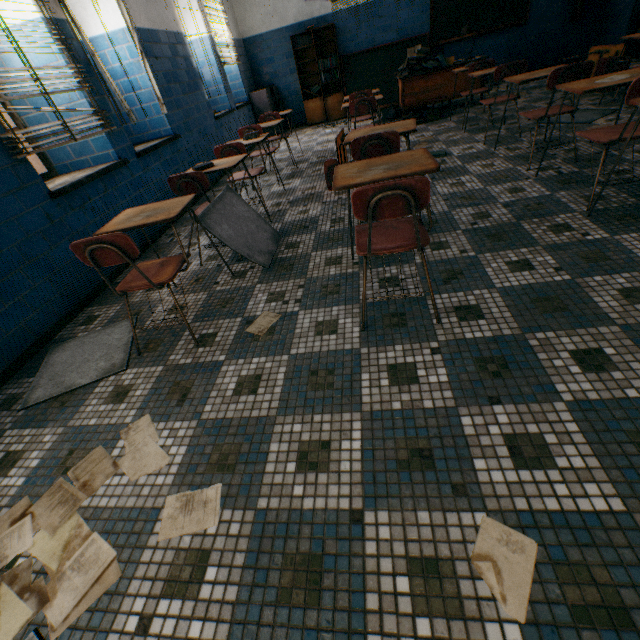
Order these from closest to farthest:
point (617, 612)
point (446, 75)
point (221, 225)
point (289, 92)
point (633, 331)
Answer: point (617, 612) < point (633, 331) < point (221, 225) < point (446, 75) < point (289, 92)

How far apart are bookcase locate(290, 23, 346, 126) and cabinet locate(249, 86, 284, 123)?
0.56m

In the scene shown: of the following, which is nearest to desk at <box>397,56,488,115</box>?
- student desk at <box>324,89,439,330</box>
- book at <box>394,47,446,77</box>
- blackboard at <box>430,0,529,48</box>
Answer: book at <box>394,47,446,77</box>

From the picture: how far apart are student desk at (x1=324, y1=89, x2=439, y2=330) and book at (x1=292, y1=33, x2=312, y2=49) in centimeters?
742cm

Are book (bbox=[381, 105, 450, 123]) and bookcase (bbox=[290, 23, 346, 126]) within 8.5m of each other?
yes

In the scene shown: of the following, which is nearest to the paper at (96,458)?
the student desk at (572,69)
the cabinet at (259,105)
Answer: the student desk at (572,69)

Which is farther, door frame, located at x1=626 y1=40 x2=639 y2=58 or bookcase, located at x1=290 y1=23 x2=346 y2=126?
bookcase, located at x1=290 y1=23 x2=346 y2=126

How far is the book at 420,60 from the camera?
5.6m
